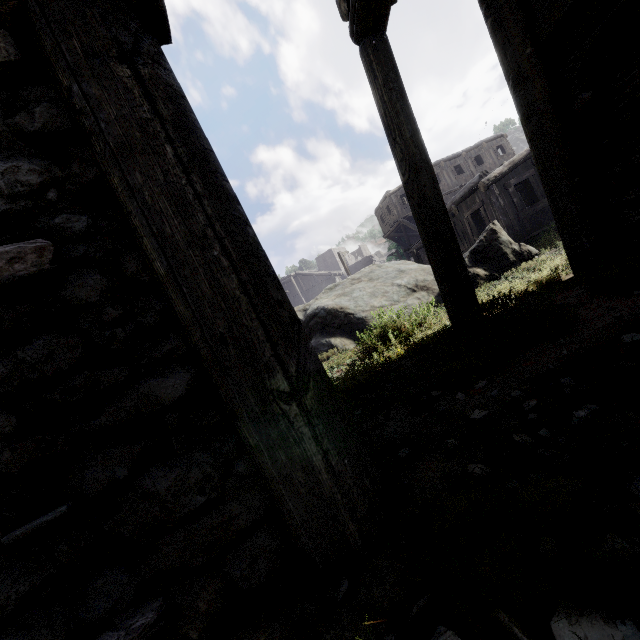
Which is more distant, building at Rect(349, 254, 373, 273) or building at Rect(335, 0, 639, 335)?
building at Rect(349, 254, 373, 273)

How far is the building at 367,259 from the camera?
57.67m

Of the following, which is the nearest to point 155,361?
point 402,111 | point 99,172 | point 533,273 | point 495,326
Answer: point 99,172

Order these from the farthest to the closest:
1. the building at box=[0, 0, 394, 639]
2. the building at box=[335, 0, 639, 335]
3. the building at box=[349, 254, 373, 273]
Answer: the building at box=[349, 254, 373, 273] < the building at box=[335, 0, 639, 335] < the building at box=[0, 0, 394, 639]

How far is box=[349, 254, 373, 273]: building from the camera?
57.7m

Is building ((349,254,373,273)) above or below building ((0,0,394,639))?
above

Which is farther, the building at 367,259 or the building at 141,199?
the building at 367,259
